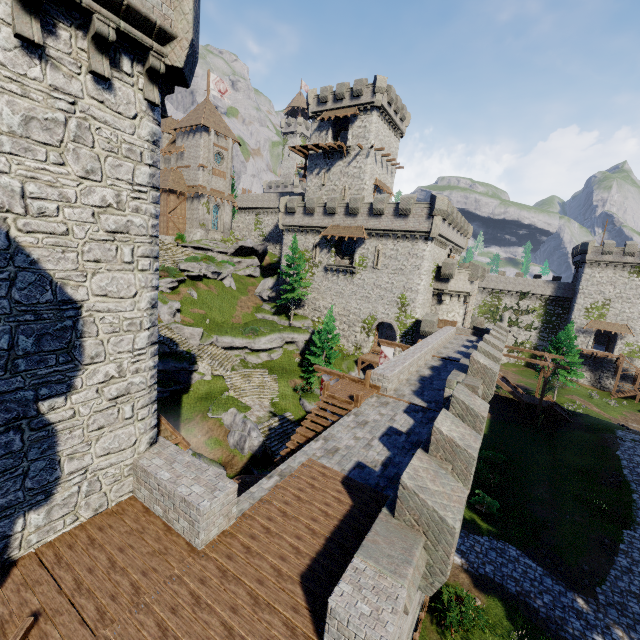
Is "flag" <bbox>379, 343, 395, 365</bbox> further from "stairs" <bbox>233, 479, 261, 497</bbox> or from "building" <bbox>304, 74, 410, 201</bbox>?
"building" <bbox>304, 74, 410, 201</bbox>

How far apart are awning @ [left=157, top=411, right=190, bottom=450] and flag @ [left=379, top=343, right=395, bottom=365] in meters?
18.5

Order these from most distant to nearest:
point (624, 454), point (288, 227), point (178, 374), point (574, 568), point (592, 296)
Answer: point (592, 296), point (288, 227), point (178, 374), point (624, 454), point (574, 568)

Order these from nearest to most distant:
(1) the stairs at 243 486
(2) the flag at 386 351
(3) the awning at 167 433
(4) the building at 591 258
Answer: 1. (3) the awning at 167 433
2. (1) the stairs at 243 486
3. (2) the flag at 386 351
4. (4) the building at 591 258

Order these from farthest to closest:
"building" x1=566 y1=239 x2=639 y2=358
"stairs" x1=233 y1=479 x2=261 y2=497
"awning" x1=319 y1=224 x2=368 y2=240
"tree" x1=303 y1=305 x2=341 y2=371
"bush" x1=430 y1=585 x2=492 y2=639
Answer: "building" x1=566 y1=239 x2=639 y2=358
"awning" x1=319 y1=224 x2=368 y2=240
"tree" x1=303 y1=305 x2=341 y2=371
"bush" x1=430 y1=585 x2=492 y2=639
"stairs" x1=233 y1=479 x2=261 y2=497

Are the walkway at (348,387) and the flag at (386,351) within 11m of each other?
yes

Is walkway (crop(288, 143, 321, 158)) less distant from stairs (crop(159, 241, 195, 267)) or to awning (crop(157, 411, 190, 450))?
stairs (crop(159, 241, 195, 267))

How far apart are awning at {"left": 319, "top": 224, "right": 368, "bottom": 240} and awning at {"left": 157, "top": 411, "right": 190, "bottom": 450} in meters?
29.1
